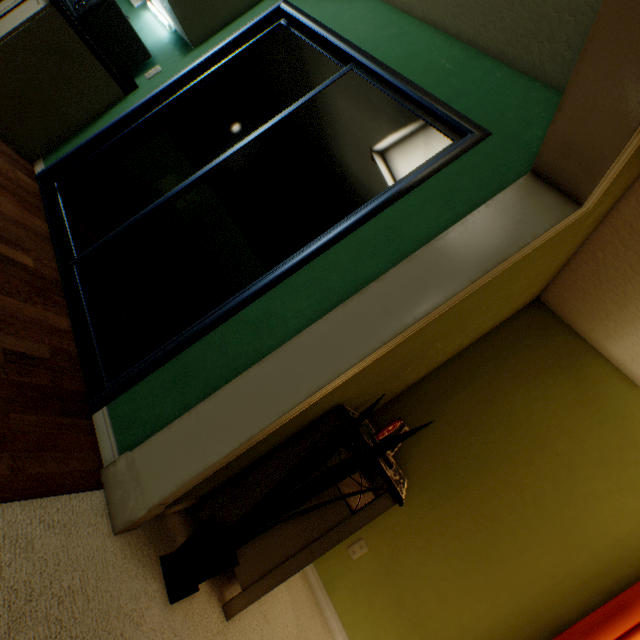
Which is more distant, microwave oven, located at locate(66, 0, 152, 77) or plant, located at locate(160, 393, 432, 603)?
microwave oven, located at locate(66, 0, 152, 77)

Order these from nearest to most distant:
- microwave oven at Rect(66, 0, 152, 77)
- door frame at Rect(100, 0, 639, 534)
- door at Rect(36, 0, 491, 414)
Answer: door frame at Rect(100, 0, 639, 534)
door at Rect(36, 0, 491, 414)
microwave oven at Rect(66, 0, 152, 77)

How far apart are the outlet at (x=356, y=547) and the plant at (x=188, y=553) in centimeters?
112cm

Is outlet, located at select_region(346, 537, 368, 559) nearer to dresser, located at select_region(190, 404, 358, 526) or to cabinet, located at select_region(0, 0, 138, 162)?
dresser, located at select_region(190, 404, 358, 526)

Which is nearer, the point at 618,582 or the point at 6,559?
the point at 6,559

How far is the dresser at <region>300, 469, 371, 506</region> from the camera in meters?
1.5

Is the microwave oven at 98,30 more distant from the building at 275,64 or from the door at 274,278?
the building at 275,64
